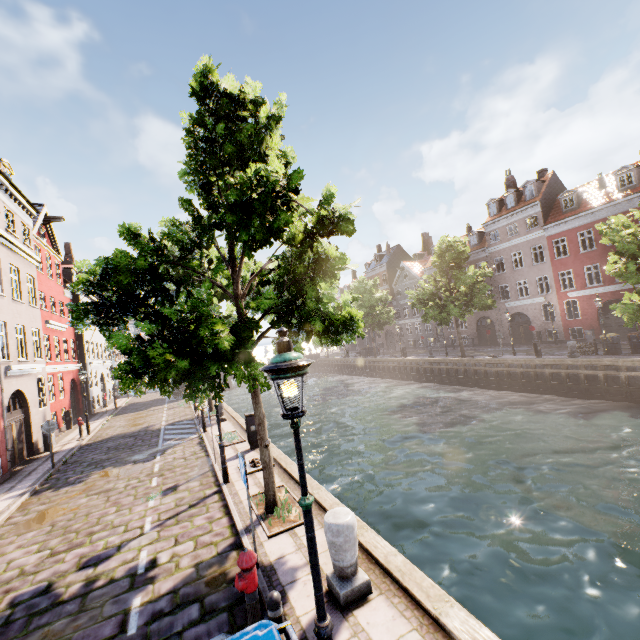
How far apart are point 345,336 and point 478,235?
35.8m

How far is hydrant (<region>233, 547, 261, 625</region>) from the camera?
4.1 meters

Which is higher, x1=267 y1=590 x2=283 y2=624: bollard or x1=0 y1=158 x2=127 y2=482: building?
x1=0 y1=158 x2=127 y2=482: building

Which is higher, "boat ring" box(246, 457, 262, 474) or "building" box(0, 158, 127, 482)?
"building" box(0, 158, 127, 482)

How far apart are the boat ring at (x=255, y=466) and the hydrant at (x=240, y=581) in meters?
5.3 m

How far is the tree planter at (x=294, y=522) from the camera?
6.5m

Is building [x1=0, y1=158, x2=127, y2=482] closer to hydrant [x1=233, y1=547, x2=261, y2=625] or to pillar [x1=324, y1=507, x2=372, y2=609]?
pillar [x1=324, y1=507, x2=372, y2=609]

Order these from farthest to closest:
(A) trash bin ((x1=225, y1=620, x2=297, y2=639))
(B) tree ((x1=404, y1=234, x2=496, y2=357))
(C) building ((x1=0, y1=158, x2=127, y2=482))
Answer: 1. (B) tree ((x1=404, y1=234, x2=496, y2=357))
2. (C) building ((x1=0, y1=158, x2=127, y2=482))
3. (A) trash bin ((x1=225, y1=620, x2=297, y2=639))
